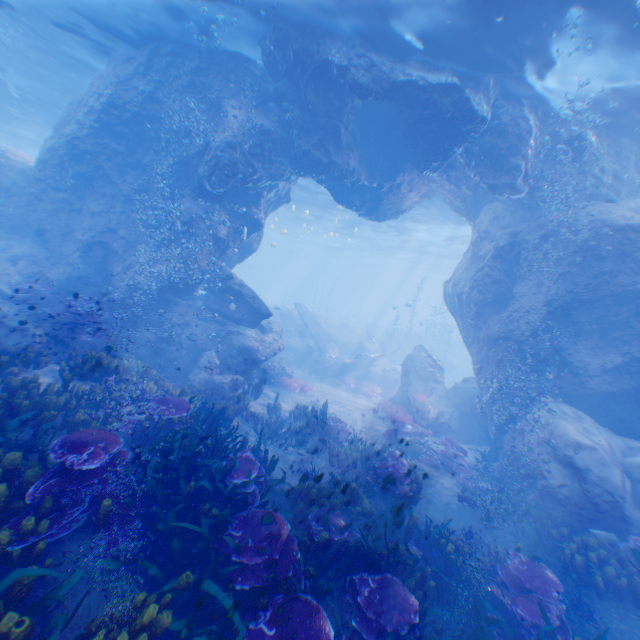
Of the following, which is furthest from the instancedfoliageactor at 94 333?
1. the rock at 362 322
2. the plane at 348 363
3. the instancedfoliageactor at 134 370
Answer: the rock at 362 322

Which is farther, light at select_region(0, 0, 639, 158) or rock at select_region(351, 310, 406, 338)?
rock at select_region(351, 310, 406, 338)

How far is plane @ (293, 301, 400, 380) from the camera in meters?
22.2 m

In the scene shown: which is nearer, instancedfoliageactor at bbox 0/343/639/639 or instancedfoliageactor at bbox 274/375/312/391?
instancedfoliageactor at bbox 0/343/639/639

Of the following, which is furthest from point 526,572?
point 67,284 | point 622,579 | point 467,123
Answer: point 67,284

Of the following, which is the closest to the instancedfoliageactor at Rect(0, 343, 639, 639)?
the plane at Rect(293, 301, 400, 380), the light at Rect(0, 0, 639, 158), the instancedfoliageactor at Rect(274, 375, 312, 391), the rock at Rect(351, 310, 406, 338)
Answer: the light at Rect(0, 0, 639, 158)

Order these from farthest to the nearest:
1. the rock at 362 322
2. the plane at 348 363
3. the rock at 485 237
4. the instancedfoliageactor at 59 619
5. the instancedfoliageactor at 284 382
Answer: the rock at 362 322
the plane at 348 363
the instancedfoliageactor at 284 382
the rock at 485 237
the instancedfoliageactor at 59 619
